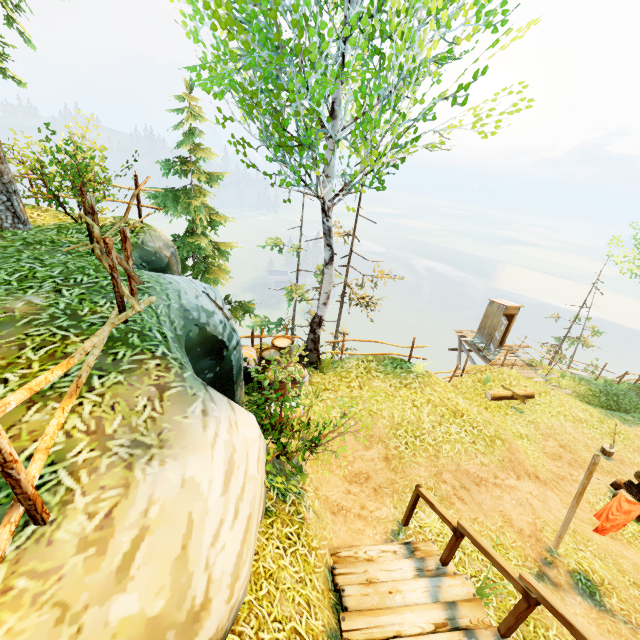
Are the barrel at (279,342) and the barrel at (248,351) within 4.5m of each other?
yes

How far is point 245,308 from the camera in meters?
13.7 m

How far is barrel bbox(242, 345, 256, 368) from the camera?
8.65m

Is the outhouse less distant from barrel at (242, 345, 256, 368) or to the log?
the log

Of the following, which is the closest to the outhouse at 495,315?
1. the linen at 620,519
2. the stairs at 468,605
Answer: the linen at 620,519

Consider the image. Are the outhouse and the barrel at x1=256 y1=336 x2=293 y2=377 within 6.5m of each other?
no

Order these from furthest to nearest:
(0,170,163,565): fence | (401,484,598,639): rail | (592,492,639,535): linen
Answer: (592,492,639,535): linen, (401,484,598,639): rail, (0,170,163,565): fence

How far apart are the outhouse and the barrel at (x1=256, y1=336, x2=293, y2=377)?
13.9m
